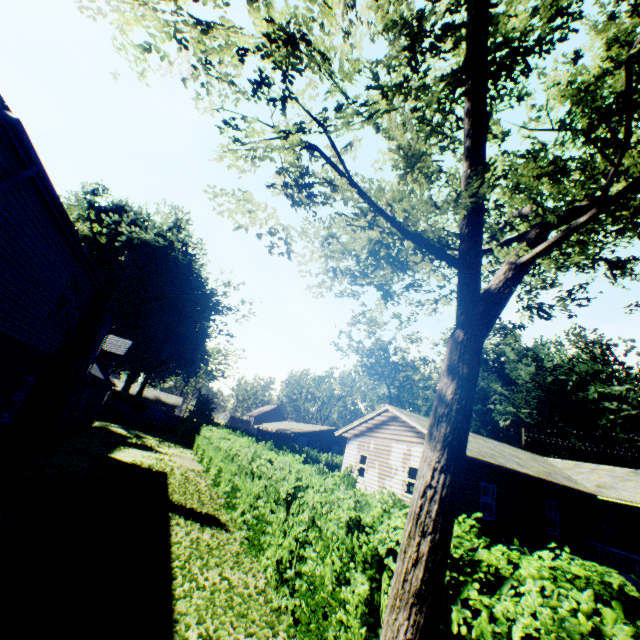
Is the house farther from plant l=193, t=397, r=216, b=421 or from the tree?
plant l=193, t=397, r=216, b=421

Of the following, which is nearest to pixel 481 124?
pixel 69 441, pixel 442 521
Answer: pixel 442 521

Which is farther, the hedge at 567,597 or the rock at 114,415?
the rock at 114,415

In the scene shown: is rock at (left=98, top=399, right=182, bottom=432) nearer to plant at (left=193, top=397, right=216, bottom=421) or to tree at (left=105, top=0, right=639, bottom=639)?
plant at (left=193, top=397, right=216, bottom=421)

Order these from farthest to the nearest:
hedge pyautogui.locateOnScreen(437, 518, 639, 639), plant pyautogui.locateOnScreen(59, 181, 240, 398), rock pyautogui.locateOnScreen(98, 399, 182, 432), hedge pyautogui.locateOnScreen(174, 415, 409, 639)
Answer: plant pyautogui.locateOnScreen(59, 181, 240, 398)
rock pyautogui.locateOnScreen(98, 399, 182, 432)
hedge pyautogui.locateOnScreen(174, 415, 409, 639)
hedge pyautogui.locateOnScreen(437, 518, 639, 639)

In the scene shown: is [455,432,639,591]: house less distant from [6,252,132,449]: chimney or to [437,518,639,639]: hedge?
[437,518,639,639]: hedge

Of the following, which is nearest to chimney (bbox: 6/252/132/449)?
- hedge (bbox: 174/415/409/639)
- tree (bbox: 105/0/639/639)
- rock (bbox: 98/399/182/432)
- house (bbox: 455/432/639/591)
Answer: hedge (bbox: 174/415/409/639)

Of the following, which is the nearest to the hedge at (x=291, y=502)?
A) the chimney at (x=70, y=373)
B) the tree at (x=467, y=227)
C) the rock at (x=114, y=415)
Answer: the tree at (x=467, y=227)
